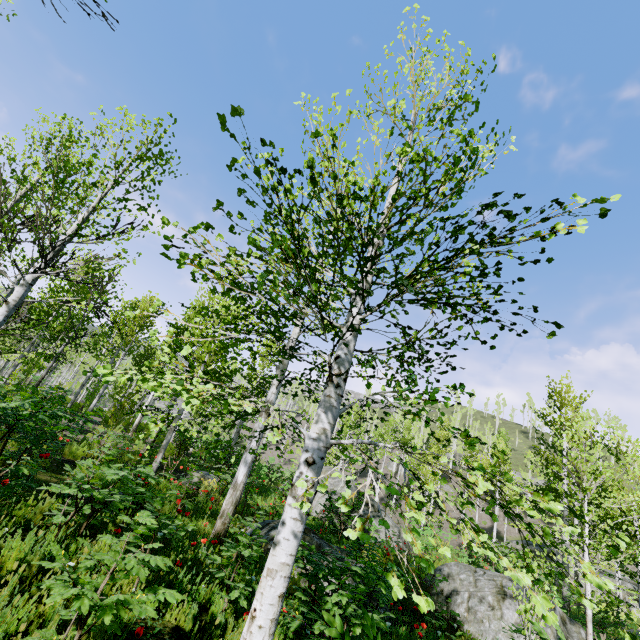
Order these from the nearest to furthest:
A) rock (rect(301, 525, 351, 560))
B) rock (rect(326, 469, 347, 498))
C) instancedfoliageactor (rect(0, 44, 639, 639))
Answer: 1. instancedfoliageactor (rect(0, 44, 639, 639))
2. rock (rect(301, 525, 351, 560))
3. rock (rect(326, 469, 347, 498))

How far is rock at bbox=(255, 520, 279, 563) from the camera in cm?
655

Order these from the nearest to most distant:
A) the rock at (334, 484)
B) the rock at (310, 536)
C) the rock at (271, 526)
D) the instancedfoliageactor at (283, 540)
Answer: the instancedfoliageactor at (283, 540), the rock at (271, 526), the rock at (310, 536), the rock at (334, 484)

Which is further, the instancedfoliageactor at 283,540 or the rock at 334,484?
the rock at 334,484

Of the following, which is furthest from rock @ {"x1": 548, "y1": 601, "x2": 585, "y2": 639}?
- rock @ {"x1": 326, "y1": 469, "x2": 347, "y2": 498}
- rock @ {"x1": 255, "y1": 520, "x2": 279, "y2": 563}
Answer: rock @ {"x1": 326, "y1": 469, "x2": 347, "y2": 498}

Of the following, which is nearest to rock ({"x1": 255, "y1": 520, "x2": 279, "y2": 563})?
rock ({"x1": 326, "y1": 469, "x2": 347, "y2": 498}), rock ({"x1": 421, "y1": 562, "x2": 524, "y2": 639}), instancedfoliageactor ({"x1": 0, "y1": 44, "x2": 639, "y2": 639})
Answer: instancedfoliageactor ({"x1": 0, "y1": 44, "x2": 639, "y2": 639})

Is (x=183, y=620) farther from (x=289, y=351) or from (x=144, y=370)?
(x=144, y=370)

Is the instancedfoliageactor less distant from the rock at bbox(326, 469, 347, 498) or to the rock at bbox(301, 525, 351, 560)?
the rock at bbox(301, 525, 351, 560)
